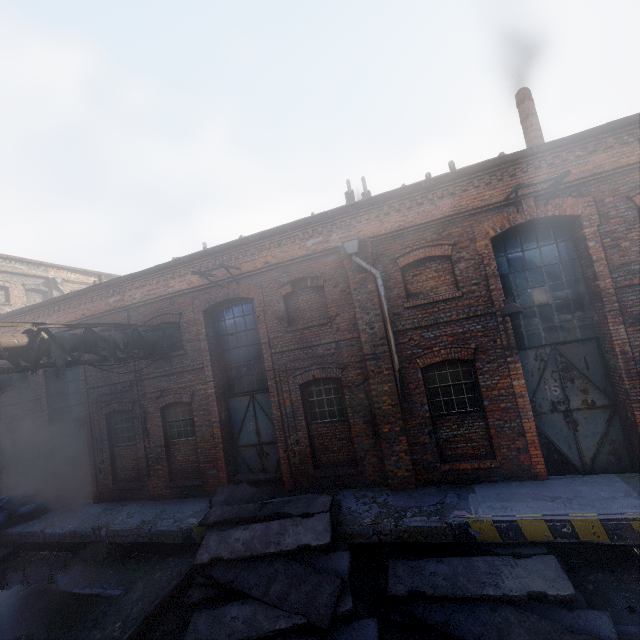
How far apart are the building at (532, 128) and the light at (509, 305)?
5.91m

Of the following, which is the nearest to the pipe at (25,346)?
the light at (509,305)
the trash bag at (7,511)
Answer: the trash bag at (7,511)

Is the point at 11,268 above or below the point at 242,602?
above

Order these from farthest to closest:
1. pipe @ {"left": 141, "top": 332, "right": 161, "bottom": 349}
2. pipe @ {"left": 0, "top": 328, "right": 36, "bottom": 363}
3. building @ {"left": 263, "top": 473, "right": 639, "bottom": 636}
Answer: pipe @ {"left": 141, "top": 332, "right": 161, "bottom": 349} → pipe @ {"left": 0, "top": 328, "right": 36, "bottom": 363} → building @ {"left": 263, "top": 473, "right": 639, "bottom": 636}

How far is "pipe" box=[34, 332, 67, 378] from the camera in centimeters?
698cm

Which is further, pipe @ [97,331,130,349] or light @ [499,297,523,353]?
pipe @ [97,331,130,349]

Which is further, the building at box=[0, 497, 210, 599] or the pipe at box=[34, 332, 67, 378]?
the building at box=[0, 497, 210, 599]

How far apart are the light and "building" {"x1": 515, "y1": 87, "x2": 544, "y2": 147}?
5.9m
